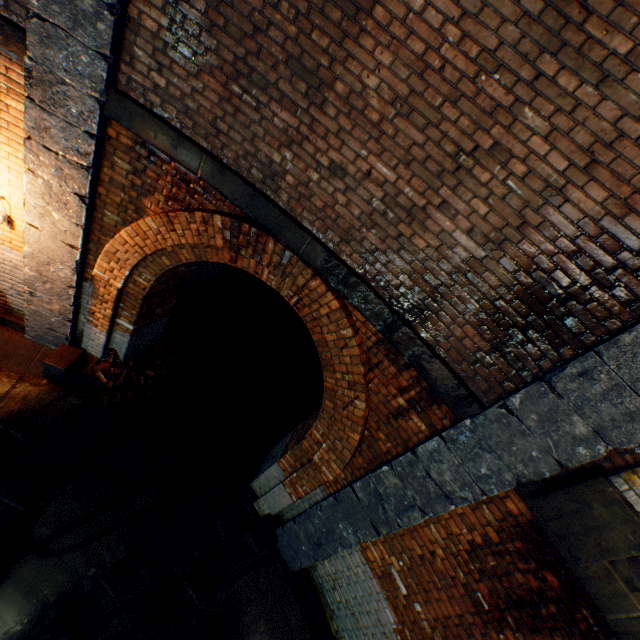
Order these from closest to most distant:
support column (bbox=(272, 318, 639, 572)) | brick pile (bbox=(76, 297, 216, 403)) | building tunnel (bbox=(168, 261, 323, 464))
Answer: support column (bbox=(272, 318, 639, 572))
brick pile (bbox=(76, 297, 216, 403))
building tunnel (bbox=(168, 261, 323, 464))

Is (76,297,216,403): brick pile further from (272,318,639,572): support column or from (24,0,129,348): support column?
(272,318,639,572): support column

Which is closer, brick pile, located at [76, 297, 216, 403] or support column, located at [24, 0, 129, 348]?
support column, located at [24, 0, 129, 348]

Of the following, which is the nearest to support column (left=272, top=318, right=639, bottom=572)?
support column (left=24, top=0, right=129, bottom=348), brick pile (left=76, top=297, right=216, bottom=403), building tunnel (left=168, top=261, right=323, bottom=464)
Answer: building tunnel (left=168, top=261, right=323, bottom=464)

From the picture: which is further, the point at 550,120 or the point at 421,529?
the point at 421,529

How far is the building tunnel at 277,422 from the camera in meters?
7.0 m

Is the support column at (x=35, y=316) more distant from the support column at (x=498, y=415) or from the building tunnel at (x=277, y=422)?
the support column at (x=498, y=415)

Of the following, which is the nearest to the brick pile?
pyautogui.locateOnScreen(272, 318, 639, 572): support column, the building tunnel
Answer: the building tunnel
